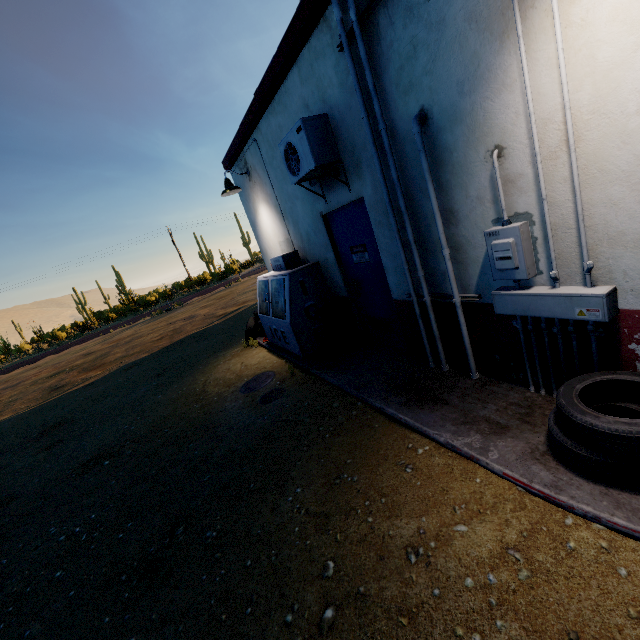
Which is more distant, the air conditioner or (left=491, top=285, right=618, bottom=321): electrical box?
the air conditioner

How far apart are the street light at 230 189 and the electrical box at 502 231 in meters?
5.3

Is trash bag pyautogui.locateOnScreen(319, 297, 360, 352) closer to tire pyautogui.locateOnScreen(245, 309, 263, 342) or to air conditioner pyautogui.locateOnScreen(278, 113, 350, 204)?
air conditioner pyautogui.locateOnScreen(278, 113, 350, 204)

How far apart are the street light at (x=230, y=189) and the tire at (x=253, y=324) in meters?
2.7 m

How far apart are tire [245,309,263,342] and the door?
3.1m

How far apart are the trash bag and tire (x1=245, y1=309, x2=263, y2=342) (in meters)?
2.46

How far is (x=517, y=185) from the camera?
2.4 meters

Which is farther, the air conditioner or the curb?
the air conditioner
